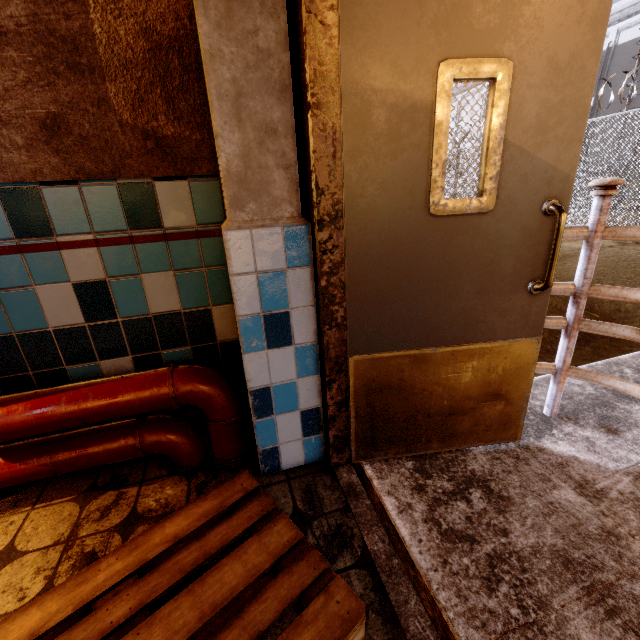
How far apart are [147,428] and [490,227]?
1.9 meters

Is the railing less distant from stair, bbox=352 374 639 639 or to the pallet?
stair, bbox=352 374 639 639

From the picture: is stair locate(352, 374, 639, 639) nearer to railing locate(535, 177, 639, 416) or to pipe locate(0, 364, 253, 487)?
railing locate(535, 177, 639, 416)

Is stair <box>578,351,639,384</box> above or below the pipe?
below

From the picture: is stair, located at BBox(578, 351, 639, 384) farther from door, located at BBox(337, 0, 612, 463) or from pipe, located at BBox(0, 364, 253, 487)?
pipe, located at BBox(0, 364, 253, 487)

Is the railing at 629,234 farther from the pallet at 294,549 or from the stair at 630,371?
the pallet at 294,549

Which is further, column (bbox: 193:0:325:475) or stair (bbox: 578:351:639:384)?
stair (bbox: 578:351:639:384)

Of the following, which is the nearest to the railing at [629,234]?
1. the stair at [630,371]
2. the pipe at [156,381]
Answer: the stair at [630,371]
